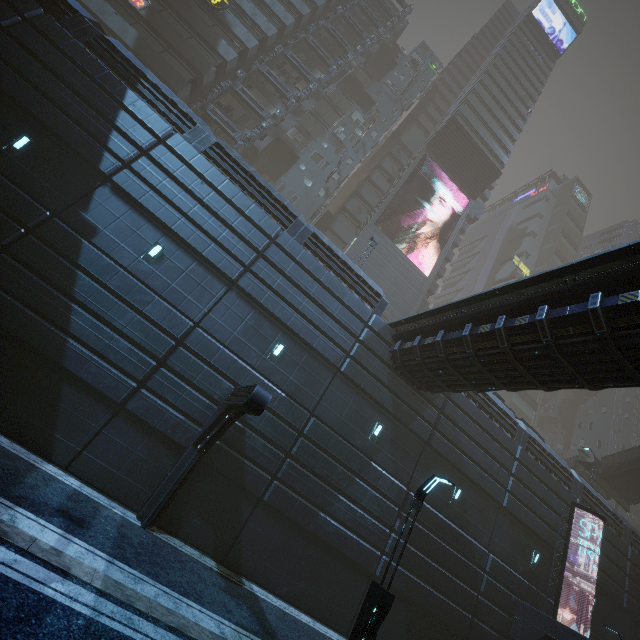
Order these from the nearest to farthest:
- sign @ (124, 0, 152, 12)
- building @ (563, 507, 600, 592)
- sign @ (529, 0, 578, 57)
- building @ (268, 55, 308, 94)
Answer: building @ (563, 507, 600, 592)
sign @ (124, 0, 152, 12)
building @ (268, 55, 308, 94)
sign @ (529, 0, 578, 57)

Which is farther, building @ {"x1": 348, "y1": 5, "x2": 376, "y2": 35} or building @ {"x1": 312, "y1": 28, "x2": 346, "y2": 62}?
building @ {"x1": 348, "y1": 5, "x2": 376, "y2": 35}

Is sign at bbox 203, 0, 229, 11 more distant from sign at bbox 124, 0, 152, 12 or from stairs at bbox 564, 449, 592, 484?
stairs at bbox 564, 449, 592, 484

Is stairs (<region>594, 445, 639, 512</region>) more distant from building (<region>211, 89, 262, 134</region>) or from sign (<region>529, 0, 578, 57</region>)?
sign (<region>529, 0, 578, 57</region>)

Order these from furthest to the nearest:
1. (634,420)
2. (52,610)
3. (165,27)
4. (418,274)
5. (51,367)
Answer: (634,420)
(418,274)
(165,27)
(51,367)
(52,610)

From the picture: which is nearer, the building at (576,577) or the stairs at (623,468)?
the building at (576,577)

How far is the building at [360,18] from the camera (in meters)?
40.75

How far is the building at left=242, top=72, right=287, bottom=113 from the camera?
31.4 meters
